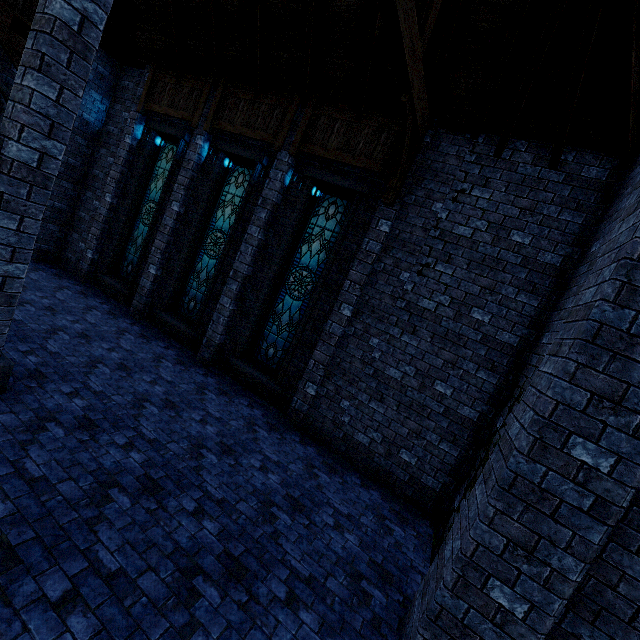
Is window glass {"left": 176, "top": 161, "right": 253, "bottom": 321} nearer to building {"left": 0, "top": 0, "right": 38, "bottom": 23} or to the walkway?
building {"left": 0, "top": 0, "right": 38, "bottom": 23}

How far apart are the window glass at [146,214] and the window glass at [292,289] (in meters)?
4.89

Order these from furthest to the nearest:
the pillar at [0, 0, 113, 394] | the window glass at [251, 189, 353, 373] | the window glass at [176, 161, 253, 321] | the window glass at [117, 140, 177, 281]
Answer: the window glass at [117, 140, 177, 281] < the window glass at [176, 161, 253, 321] < the window glass at [251, 189, 353, 373] < the pillar at [0, 0, 113, 394]

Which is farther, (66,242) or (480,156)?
(66,242)

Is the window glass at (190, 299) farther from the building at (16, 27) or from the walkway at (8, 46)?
the walkway at (8, 46)

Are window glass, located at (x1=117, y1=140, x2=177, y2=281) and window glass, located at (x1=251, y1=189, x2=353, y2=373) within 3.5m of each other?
no

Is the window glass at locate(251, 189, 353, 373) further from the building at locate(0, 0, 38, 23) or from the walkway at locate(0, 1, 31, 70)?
the walkway at locate(0, 1, 31, 70)

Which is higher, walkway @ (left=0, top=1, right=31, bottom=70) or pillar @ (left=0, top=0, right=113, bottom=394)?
walkway @ (left=0, top=1, right=31, bottom=70)
